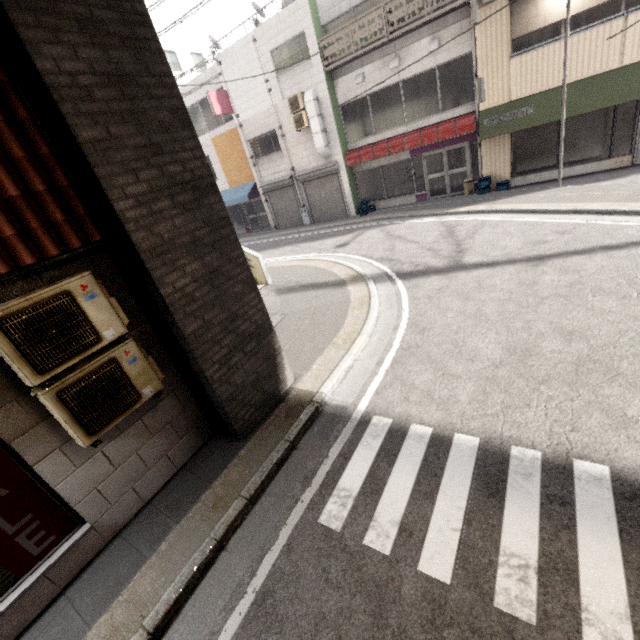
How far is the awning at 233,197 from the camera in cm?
1947

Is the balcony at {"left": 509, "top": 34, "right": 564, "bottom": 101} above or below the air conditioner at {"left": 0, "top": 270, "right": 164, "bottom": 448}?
above

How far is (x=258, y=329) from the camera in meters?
4.8 m

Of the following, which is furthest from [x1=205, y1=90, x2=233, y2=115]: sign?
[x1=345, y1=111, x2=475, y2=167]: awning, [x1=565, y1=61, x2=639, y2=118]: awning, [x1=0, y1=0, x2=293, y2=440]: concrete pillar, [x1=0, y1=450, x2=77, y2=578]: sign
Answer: [x1=0, y1=450, x2=77, y2=578]: sign

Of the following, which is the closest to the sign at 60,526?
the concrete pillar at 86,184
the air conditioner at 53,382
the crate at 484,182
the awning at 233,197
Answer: the air conditioner at 53,382

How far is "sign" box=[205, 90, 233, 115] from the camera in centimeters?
1619cm

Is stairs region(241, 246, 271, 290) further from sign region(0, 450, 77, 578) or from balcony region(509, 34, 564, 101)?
balcony region(509, 34, 564, 101)

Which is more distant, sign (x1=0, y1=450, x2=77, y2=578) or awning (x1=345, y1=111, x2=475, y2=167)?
awning (x1=345, y1=111, x2=475, y2=167)
